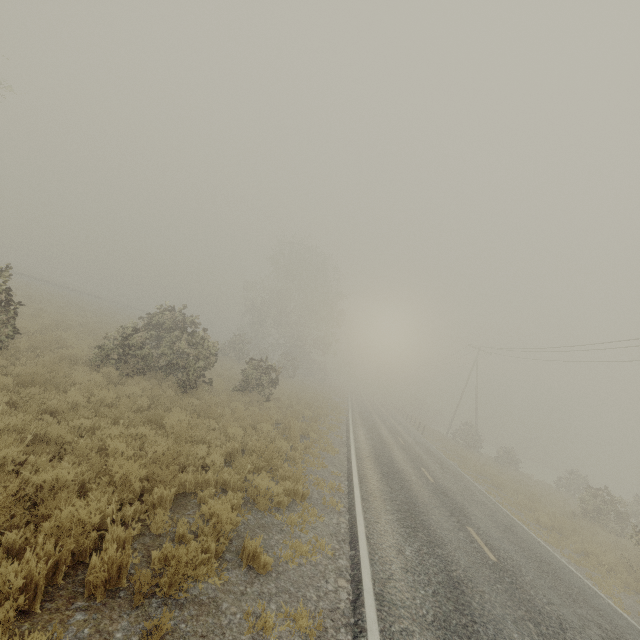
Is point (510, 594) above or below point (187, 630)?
above
